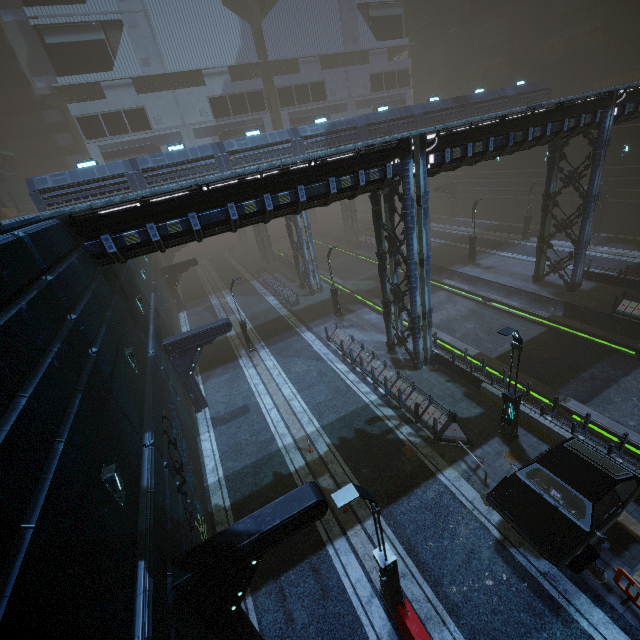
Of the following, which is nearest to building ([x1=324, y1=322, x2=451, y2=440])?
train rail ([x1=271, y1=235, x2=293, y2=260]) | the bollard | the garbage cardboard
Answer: the garbage cardboard

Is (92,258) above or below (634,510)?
above

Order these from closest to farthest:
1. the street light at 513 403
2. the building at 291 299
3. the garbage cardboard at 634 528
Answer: the garbage cardboard at 634 528 → the street light at 513 403 → the building at 291 299

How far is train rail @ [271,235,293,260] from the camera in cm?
4893

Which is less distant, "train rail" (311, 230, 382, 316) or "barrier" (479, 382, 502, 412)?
"barrier" (479, 382, 502, 412)

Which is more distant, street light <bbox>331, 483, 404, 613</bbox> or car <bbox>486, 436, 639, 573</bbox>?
car <bbox>486, 436, 639, 573</bbox>

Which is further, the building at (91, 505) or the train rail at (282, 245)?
the train rail at (282, 245)

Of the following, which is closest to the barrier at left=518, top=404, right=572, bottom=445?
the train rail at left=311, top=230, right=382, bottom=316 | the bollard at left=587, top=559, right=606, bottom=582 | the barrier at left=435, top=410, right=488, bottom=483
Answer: the train rail at left=311, top=230, right=382, bottom=316
